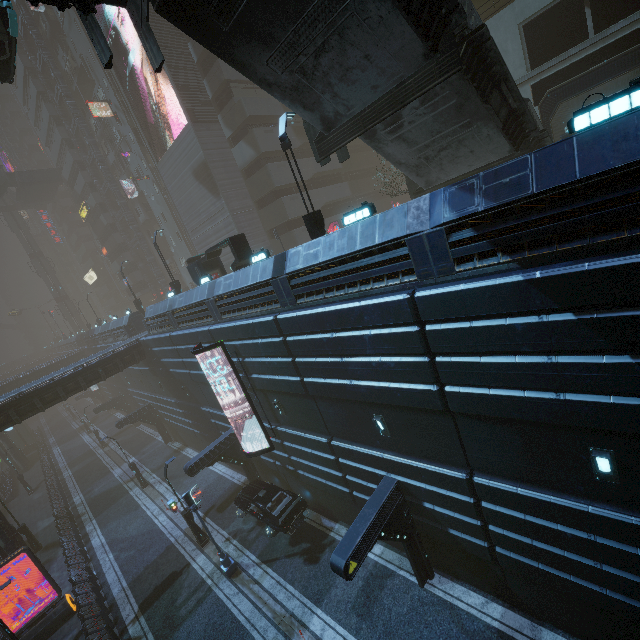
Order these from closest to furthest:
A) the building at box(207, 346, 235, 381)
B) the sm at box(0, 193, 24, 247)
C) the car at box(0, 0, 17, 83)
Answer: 1. the car at box(0, 0, 17, 83)
2. the building at box(207, 346, 235, 381)
3. the sm at box(0, 193, 24, 247)

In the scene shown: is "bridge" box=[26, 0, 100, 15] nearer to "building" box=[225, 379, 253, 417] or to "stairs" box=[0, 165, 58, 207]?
"building" box=[225, 379, 253, 417]

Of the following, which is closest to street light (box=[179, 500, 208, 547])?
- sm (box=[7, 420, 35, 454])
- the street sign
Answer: the street sign

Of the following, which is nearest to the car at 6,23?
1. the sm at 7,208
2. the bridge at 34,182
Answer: the sm at 7,208

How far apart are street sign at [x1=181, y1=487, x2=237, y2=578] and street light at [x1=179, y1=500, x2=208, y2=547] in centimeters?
280cm

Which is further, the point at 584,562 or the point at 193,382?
the point at 193,382

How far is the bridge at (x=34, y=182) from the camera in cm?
4838

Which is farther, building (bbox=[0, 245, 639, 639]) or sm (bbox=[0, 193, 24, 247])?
sm (bbox=[0, 193, 24, 247])
